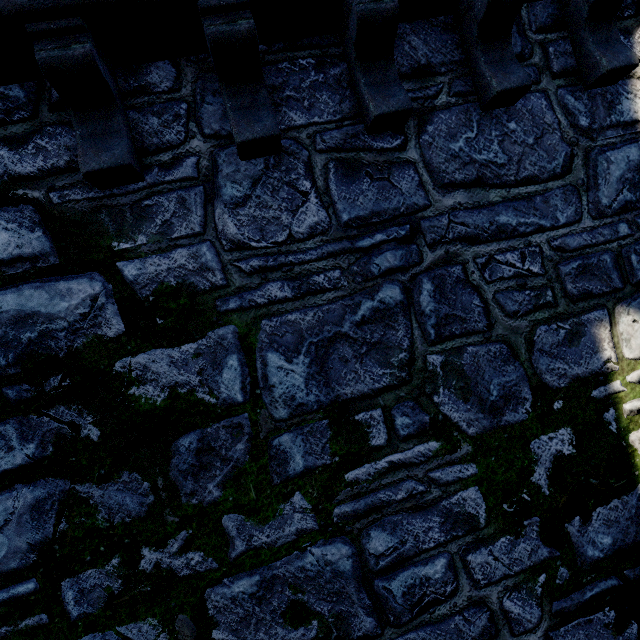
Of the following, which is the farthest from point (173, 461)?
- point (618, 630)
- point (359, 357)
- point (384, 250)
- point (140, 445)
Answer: point (618, 630)
